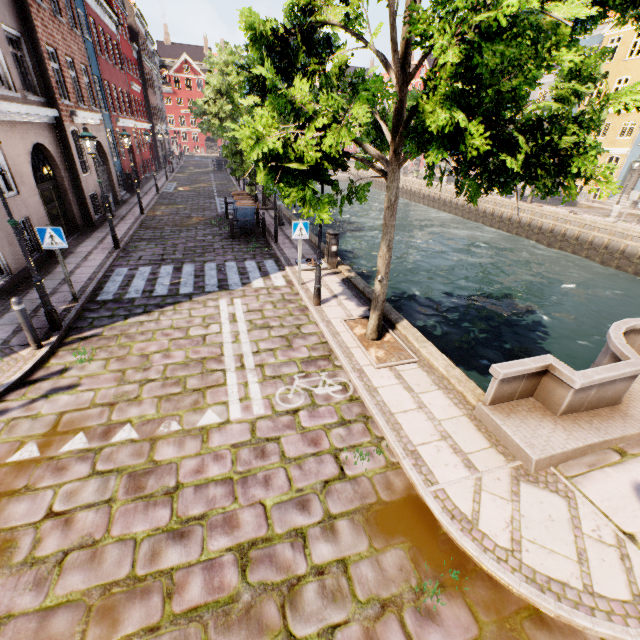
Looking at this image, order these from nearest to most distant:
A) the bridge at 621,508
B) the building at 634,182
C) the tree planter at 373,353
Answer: the bridge at 621,508, the tree planter at 373,353, the building at 634,182

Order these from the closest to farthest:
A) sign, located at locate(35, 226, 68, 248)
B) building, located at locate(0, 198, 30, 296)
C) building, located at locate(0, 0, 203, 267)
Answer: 1. sign, located at locate(35, 226, 68, 248)
2. building, located at locate(0, 198, 30, 296)
3. building, located at locate(0, 0, 203, 267)

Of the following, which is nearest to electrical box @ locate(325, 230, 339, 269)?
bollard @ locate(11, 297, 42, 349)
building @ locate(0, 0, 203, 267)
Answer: bollard @ locate(11, 297, 42, 349)

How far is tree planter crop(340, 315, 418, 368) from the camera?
6.60m

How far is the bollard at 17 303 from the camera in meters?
6.0

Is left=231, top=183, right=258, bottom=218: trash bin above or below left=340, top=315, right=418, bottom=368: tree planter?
above

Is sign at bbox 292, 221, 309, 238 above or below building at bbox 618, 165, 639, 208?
below

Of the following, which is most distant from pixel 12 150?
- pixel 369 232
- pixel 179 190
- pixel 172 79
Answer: pixel 172 79
